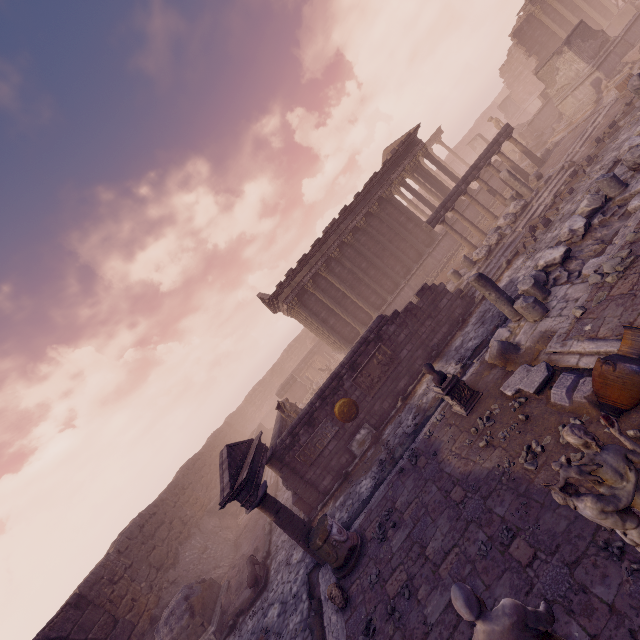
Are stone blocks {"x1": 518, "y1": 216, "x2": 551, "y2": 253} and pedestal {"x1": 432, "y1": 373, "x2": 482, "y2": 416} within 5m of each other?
no

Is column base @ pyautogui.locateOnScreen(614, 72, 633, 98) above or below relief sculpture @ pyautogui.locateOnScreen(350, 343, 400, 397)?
below

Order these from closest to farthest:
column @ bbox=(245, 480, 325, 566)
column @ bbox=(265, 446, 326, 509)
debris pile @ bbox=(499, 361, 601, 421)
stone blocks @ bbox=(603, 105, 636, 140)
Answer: debris pile @ bbox=(499, 361, 601, 421)
column @ bbox=(245, 480, 325, 566)
column @ bbox=(265, 446, 326, 509)
stone blocks @ bbox=(603, 105, 636, 140)

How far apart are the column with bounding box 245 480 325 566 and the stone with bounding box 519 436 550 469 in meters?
6.0

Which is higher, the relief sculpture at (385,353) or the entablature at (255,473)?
the entablature at (255,473)

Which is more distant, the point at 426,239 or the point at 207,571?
the point at 426,239

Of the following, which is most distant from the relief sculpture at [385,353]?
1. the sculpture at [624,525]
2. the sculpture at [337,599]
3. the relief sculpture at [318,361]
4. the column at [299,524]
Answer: the relief sculpture at [318,361]

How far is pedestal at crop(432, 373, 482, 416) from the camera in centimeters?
796cm
